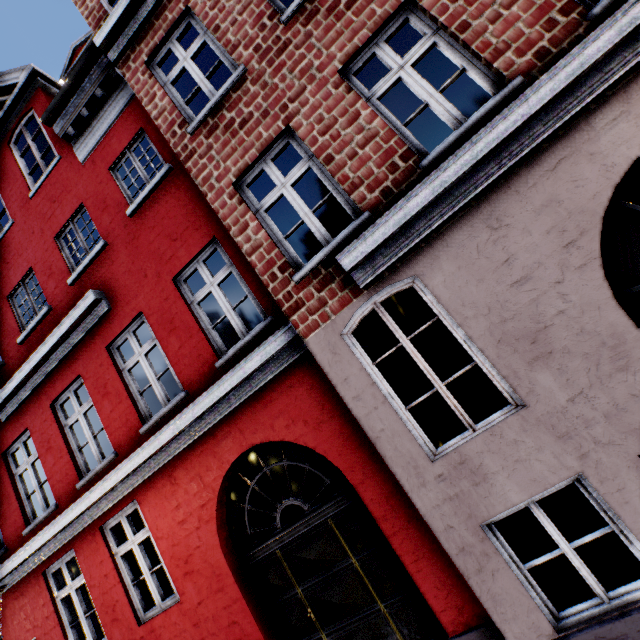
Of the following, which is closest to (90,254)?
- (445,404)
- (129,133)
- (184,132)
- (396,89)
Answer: (129,133)
